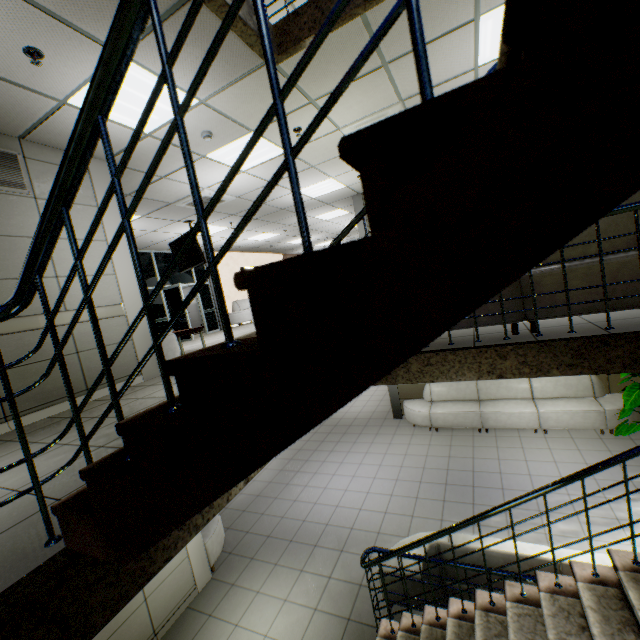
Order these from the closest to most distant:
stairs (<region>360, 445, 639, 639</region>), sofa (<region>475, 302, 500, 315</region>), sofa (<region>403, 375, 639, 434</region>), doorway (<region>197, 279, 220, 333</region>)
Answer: stairs (<region>360, 445, 639, 639</region>) < sofa (<region>475, 302, 500, 315</region>) < sofa (<region>403, 375, 639, 434</region>) < doorway (<region>197, 279, 220, 333</region>)

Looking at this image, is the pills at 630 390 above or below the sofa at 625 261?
below

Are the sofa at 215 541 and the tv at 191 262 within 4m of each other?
no

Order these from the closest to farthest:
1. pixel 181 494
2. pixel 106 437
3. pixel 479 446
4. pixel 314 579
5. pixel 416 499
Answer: pixel 181 494 → pixel 106 437 → pixel 314 579 → pixel 416 499 → pixel 479 446

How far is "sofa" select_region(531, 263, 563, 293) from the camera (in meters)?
2.86

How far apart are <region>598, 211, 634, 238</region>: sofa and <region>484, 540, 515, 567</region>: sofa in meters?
2.4
